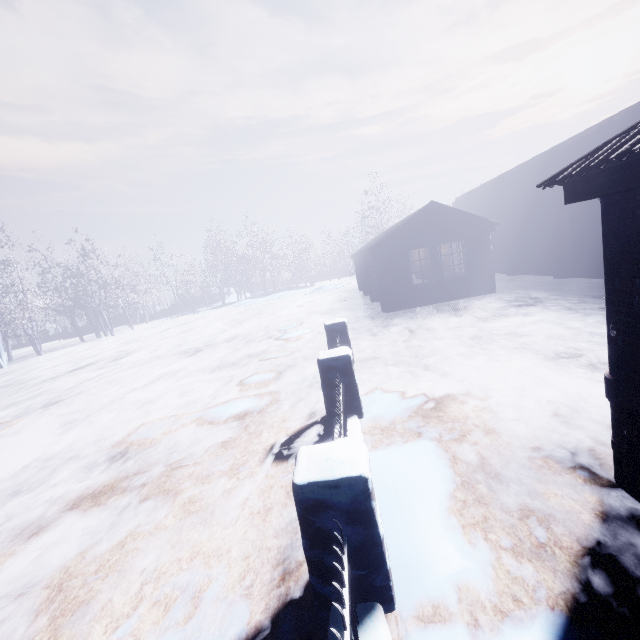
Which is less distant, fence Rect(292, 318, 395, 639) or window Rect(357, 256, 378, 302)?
fence Rect(292, 318, 395, 639)

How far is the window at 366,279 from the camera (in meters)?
14.48

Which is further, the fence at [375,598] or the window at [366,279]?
the window at [366,279]

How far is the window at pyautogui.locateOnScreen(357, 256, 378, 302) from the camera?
14.48m

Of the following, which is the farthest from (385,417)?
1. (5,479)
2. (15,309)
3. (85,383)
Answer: (15,309)
